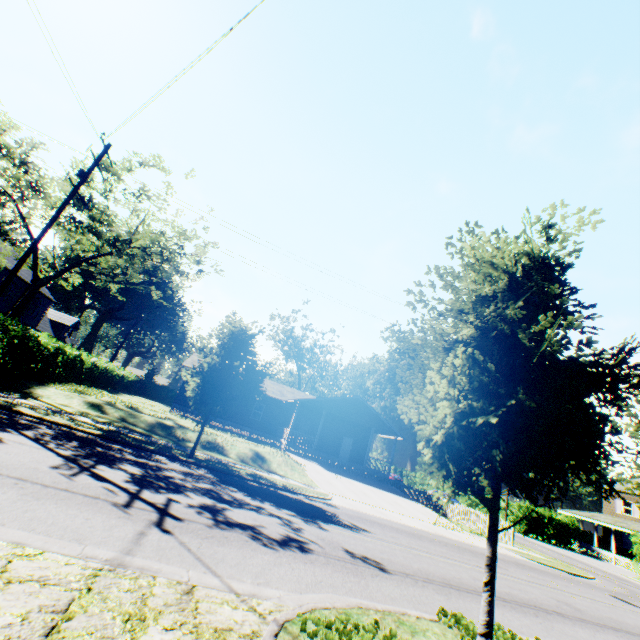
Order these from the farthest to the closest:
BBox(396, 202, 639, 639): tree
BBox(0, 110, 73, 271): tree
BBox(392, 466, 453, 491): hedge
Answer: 1. BBox(392, 466, 453, 491): hedge
2. BBox(0, 110, 73, 271): tree
3. BBox(396, 202, 639, 639): tree

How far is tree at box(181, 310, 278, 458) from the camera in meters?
13.3 m

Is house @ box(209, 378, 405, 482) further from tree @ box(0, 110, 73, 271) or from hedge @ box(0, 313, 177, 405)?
tree @ box(0, 110, 73, 271)

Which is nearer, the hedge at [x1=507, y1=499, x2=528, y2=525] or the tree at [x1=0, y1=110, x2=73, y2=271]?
the tree at [x1=0, y1=110, x2=73, y2=271]

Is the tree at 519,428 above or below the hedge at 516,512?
above

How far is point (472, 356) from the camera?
4.9 meters

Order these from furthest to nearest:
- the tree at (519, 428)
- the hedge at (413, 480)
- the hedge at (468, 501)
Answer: the hedge at (413, 480) < the hedge at (468, 501) < the tree at (519, 428)
